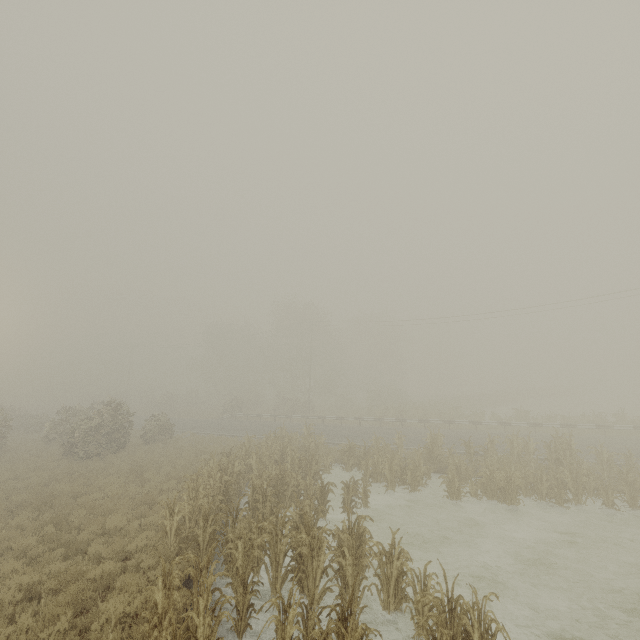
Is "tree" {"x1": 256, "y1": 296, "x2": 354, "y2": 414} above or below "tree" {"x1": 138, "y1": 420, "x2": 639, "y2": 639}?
above

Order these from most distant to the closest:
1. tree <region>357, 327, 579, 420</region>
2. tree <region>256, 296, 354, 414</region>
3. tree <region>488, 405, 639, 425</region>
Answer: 1. tree <region>256, 296, 354, 414</region>
2. tree <region>357, 327, 579, 420</region>
3. tree <region>488, 405, 639, 425</region>

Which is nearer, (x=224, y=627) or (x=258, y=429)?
(x=224, y=627)

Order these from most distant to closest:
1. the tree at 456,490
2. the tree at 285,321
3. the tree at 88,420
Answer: the tree at 285,321 < the tree at 88,420 < the tree at 456,490

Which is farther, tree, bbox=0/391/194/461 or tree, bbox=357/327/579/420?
tree, bbox=357/327/579/420

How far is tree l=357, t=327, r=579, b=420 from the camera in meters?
29.7 m

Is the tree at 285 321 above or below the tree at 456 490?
above
